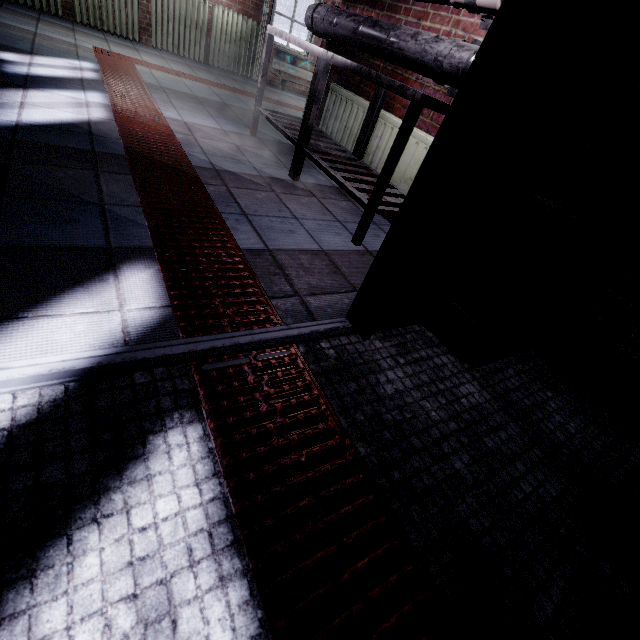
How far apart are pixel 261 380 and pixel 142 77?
4.2 meters

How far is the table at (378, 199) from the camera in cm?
166

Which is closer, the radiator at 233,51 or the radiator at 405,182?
the radiator at 405,182

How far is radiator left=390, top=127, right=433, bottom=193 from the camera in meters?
2.3

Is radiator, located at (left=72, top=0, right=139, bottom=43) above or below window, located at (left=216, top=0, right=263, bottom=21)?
below

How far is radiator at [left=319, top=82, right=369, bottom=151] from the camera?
2.75m

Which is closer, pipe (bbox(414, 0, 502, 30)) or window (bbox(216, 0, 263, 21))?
pipe (bbox(414, 0, 502, 30))

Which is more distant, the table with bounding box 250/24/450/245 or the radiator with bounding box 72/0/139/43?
the radiator with bounding box 72/0/139/43
